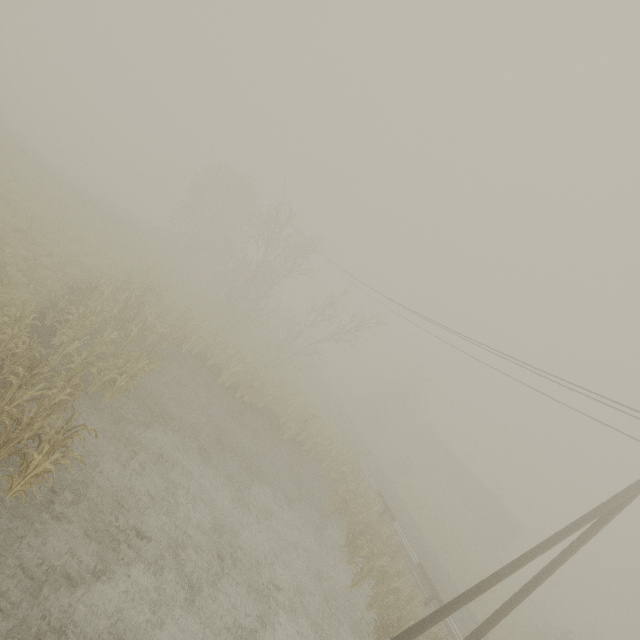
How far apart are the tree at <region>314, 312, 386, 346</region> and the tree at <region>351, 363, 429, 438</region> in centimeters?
2090cm

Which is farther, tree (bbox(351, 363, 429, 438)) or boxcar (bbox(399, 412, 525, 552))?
tree (bbox(351, 363, 429, 438))

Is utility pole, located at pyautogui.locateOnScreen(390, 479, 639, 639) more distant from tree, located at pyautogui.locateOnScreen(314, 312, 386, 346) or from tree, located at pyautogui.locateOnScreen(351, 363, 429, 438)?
tree, located at pyautogui.locateOnScreen(351, 363, 429, 438)

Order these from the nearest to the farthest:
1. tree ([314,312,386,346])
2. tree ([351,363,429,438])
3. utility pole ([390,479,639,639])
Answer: utility pole ([390,479,639,639])
tree ([314,312,386,346])
tree ([351,363,429,438])

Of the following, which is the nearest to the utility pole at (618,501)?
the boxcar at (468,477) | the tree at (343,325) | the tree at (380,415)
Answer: the tree at (343,325)

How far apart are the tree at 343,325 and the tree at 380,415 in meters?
20.9

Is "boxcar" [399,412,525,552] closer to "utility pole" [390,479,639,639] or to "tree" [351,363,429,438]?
"tree" [351,363,429,438]

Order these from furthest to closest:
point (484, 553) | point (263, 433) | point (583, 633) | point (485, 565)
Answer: point (583, 633)
point (484, 553)
point (485, 565)
point (263, 433)
